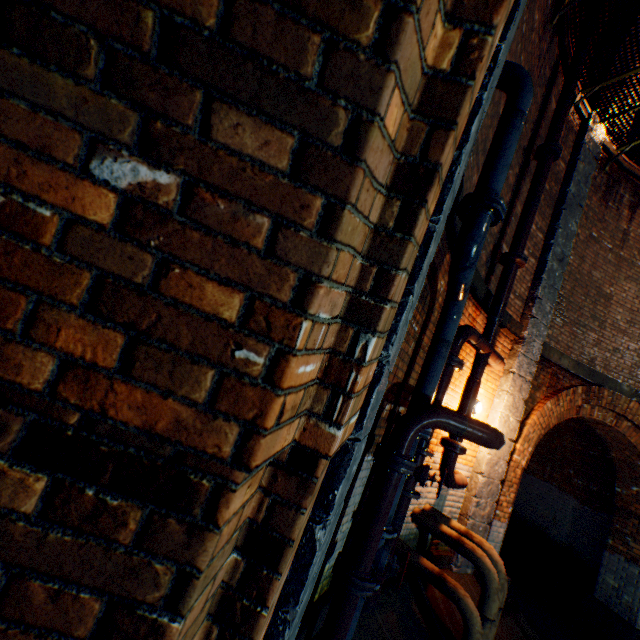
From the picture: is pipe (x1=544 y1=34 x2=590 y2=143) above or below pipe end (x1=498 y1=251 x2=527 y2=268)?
above

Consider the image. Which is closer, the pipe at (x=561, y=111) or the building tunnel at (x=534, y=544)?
the pipe at (x=561, y=111)

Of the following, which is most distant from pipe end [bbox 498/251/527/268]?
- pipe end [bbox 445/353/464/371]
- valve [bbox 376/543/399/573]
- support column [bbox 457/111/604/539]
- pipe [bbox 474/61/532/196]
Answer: valve [bbox 376/543/399/573]

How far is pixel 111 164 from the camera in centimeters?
63cm

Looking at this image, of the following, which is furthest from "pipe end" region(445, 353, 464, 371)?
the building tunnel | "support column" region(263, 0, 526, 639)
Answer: the building tunnel

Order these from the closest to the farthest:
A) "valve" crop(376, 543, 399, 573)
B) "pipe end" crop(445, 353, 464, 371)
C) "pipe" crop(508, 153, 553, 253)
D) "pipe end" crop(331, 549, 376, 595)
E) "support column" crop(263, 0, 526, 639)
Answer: "support column" crop(263, 0, 526, 639) → "pipe end" crop(331, 549, 376, 595) → "valve" crop(376, 543, 399, 573) → "pipe end" crop(445, 353, 464, 371) → "pipe" crop(508, 153, 553, 253)

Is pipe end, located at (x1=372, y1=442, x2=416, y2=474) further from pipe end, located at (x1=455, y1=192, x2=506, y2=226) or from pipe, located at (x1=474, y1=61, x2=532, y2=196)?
pipe end, located at (x1=455, y1=192, x2=506, y2=226)

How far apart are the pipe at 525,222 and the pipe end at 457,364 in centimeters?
219cm
